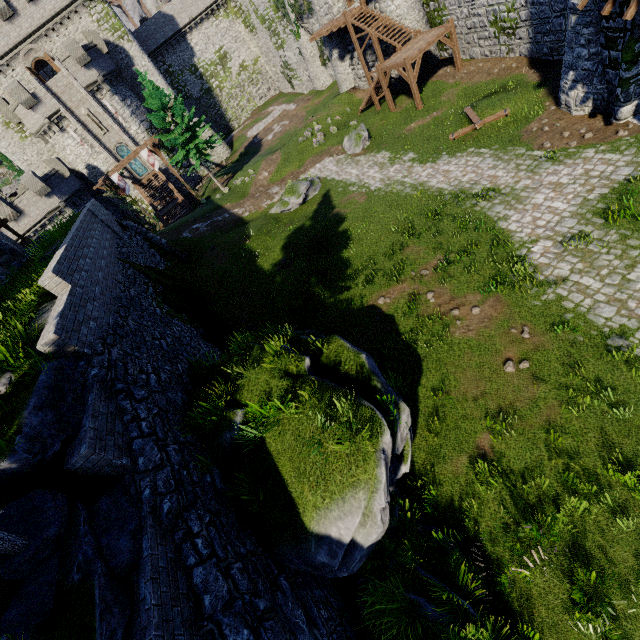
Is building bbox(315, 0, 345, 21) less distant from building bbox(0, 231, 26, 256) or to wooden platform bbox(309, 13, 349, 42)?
wooden platform bbox(309, 13, 349, 42)

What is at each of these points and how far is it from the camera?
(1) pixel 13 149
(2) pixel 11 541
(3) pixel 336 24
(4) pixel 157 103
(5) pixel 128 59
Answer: (1) building tower, 36.2 meters
(2) tree, 4.7 meters
(3) wooden platform, 25.7 meters
(4) instancedfoliageactor, 28.2 meters
(5) building tower, 37.2 meters

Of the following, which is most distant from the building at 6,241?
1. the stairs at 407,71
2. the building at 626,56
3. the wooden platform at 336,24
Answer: the wooden platform at 336,24

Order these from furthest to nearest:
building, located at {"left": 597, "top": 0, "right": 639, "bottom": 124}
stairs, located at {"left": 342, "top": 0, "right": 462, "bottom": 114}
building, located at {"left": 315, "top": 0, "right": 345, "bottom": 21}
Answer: building, located at {"left": 315, "top": 0, "right": 345, "bottom": 21}, stairs, located at {"left": 342, "top": 0, "right": 462, "bottom": 114}, building, located at {"left": 597, "top": 0, "right": 639, "bottom": 124}

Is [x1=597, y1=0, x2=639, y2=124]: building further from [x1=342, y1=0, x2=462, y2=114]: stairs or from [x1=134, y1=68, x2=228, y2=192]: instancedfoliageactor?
[x1=134, y1=68, x2=228, y2=192]: instancedfoliageactor

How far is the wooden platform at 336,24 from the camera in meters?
25.5

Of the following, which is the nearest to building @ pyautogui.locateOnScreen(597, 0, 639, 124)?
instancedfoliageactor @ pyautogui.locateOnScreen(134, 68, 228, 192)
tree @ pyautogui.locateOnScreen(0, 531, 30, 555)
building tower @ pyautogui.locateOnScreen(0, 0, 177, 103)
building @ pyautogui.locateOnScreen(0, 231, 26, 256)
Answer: building @ pyautogui.locateOnScreen(0, 231, 26, 256)

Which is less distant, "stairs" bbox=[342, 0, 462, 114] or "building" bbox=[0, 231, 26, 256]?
"building" bbox=[0, 231, 26, 256]
